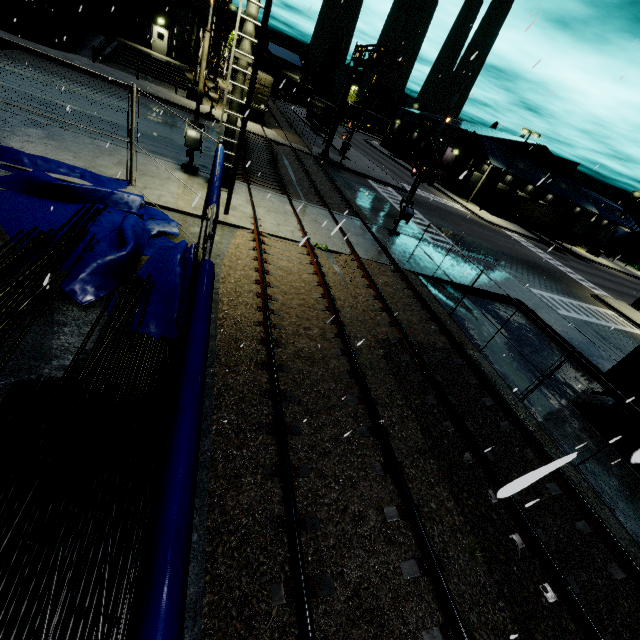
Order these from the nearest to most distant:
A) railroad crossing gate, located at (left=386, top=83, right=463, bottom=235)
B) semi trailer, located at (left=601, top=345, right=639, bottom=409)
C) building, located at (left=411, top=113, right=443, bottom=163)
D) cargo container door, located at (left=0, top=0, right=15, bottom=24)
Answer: semi trailer, located at (left=601, top=345, right=639, bottom=409) → railroad crossing gate, located at (left=386, top=83, right=463, bottom=235) → cargo container door, located at (left=0, top=0, right=15, bottom=24) → building, located at (left=411, top=113, right=443, bottom=163)

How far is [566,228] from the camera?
40.2m

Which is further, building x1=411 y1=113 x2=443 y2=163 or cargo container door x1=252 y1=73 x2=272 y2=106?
building x1=411 y1=113 x2=443 y2=163

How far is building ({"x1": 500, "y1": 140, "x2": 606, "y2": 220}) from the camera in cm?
4650

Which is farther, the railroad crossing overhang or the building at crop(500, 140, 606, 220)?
the building at crop(500, 140, 606, 220)

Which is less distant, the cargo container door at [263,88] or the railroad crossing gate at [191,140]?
the railroad crossing gate at [191,140]

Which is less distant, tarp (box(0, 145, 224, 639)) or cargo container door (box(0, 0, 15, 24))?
tarp (box(0, 145, 224, 639))

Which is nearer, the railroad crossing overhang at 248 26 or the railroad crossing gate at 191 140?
the railroad crossing overhang at 248 26
